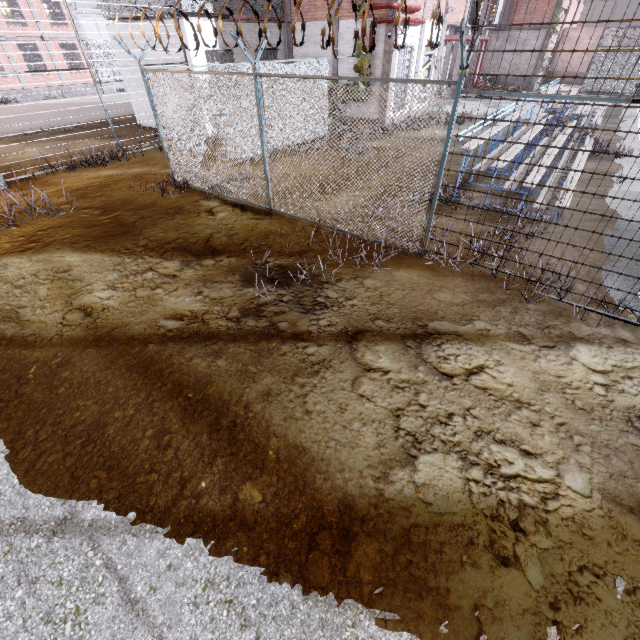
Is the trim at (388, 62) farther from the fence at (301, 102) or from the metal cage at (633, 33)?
the metal cage at (633, 33)

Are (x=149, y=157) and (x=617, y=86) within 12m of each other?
no

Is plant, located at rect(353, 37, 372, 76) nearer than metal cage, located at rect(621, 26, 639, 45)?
Yes

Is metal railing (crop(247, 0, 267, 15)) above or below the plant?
above

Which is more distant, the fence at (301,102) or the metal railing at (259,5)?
the metal railing at (259,5)

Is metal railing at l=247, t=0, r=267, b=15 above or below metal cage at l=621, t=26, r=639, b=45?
above

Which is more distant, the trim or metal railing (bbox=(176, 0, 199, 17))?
the trim

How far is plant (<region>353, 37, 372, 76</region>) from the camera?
13.7m
